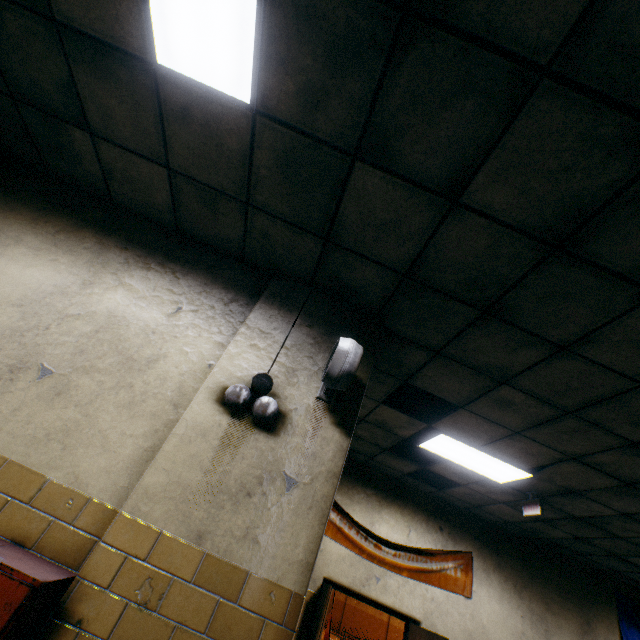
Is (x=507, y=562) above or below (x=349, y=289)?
below

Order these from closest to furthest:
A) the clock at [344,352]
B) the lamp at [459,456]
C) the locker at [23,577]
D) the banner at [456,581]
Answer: the locker at [23,577], the clock at [344,352], the lamp at [459,456], the banner at [456,581]

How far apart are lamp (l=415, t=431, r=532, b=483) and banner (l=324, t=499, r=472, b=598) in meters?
1.8 m

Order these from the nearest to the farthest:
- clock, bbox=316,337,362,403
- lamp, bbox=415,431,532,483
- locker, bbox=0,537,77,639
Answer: locker, bbox=0,537,77,639 < clock, bbox=316,337,362,403 < lamp, bbox=415,431,532,483

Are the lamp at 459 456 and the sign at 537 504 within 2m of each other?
yes

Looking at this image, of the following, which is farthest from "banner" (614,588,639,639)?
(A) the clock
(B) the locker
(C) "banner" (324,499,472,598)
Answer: (B) the locker

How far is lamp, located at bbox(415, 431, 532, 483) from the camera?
4.1m

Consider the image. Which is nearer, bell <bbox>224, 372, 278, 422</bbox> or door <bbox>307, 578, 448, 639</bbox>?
bell <bbox>224, 372, 278, 422</bbox>
